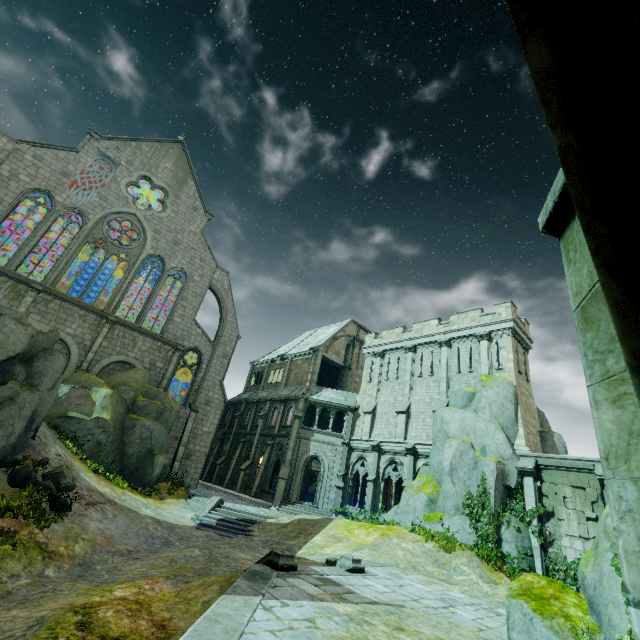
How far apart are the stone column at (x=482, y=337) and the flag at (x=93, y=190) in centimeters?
3253cm

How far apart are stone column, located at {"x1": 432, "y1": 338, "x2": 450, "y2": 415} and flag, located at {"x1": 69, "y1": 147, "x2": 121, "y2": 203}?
30.7 meters

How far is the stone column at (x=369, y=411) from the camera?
27.3 meters

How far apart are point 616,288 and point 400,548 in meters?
17.7

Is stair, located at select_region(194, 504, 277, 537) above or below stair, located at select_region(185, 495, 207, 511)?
below

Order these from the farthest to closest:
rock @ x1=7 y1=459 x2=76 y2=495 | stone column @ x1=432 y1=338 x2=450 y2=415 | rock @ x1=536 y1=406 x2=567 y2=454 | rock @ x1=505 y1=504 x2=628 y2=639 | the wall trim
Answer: stone column @ x1=432 y1=338 x2=450 y2=415, rock @ x1=536 y1=406 x2=567 y2=454, rock @ x1=7 y1=459 x2=76 y2=495, the wall trim, rock @ x1=505 y1=504 x2=628 y2=639

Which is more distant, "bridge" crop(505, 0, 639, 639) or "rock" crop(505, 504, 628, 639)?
"rock" crop(505, 504, 628, 639)

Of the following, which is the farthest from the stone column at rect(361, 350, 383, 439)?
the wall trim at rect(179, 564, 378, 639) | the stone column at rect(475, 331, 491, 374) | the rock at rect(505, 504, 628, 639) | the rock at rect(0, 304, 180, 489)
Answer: the rock at rect(505, 504, 628, 639)
